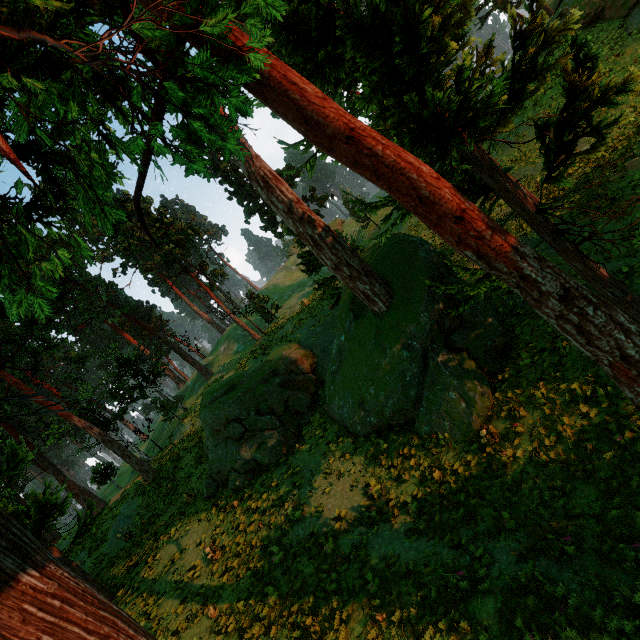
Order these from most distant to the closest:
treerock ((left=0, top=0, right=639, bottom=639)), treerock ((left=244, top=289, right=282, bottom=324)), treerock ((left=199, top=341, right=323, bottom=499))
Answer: treerock ((left=244, top=289, right=282, bottom=324)), treerock ((left=199, top=341, right=323, bottom=499)), treerock ((left=0, top=0, right=639, bottom=639))

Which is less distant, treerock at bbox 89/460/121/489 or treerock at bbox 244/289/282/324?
treerock at bbox 244/289/282/324

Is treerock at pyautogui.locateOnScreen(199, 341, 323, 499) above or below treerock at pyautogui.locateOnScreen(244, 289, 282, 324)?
below

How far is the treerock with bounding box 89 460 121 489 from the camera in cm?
4184

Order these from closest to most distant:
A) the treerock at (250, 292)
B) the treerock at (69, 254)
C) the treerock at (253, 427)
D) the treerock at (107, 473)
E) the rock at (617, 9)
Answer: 1. the treerock at (69, 254)
2. the treerock at (253, 427)
3. the rock at (617, 9)
4. the treerock at (250, 292)
5. the treerock at (107, 473)

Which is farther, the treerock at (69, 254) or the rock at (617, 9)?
the rock at (617, 9)

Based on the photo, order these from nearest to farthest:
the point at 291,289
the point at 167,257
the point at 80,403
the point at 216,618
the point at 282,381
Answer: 1. the point at 216,618
2. the point at 282,381
3. the point at 167,257
4. the point at 80,403
5. the point at 291,289
